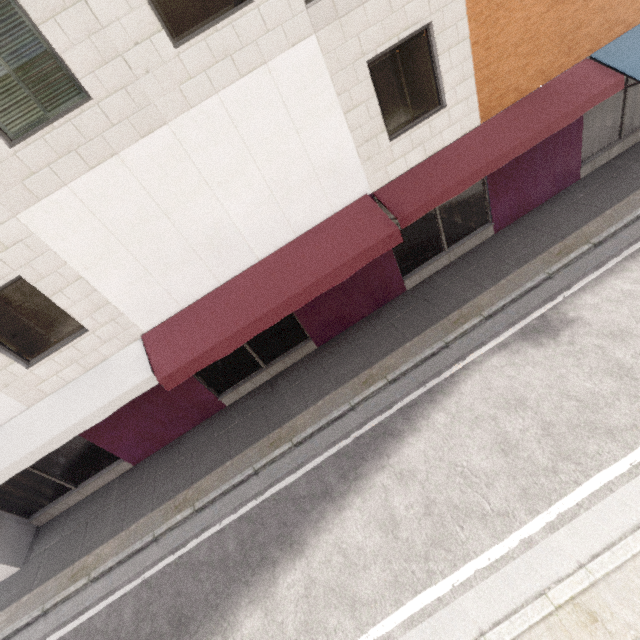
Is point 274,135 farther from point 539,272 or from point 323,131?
point 539,272
